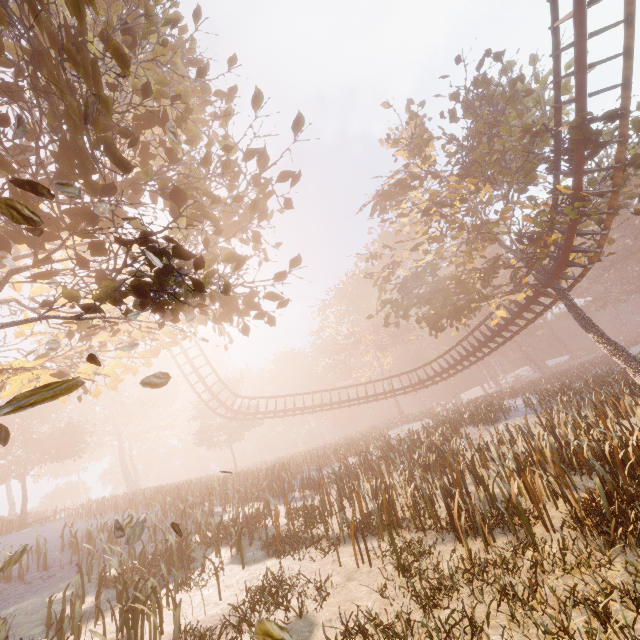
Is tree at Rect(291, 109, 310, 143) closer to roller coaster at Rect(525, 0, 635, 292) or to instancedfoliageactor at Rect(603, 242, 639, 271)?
roller coaster at Rect(525, 0, 635, 292)

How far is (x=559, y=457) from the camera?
9.51m

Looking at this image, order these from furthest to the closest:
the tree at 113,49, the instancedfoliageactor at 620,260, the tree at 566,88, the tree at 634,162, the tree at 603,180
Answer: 1. the instancedfoliageactor at 620,260
2. the tree at 566,88
3. the tree at 603,180
4. the tree at 634,162
5. the tree at 113,49

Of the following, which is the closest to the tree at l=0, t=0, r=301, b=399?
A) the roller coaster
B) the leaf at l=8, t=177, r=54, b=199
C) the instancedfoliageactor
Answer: the roller coaster

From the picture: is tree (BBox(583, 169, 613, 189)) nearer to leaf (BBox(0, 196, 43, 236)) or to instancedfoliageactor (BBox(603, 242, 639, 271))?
leaf (BBox(0, 196, 43, 236))

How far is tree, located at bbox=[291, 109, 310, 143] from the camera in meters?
6.8

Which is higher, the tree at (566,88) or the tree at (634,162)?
the tree at (566,88)

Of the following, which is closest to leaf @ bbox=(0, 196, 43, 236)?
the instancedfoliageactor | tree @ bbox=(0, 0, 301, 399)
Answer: tree @ bbox=(0, 0, 301, 399)
